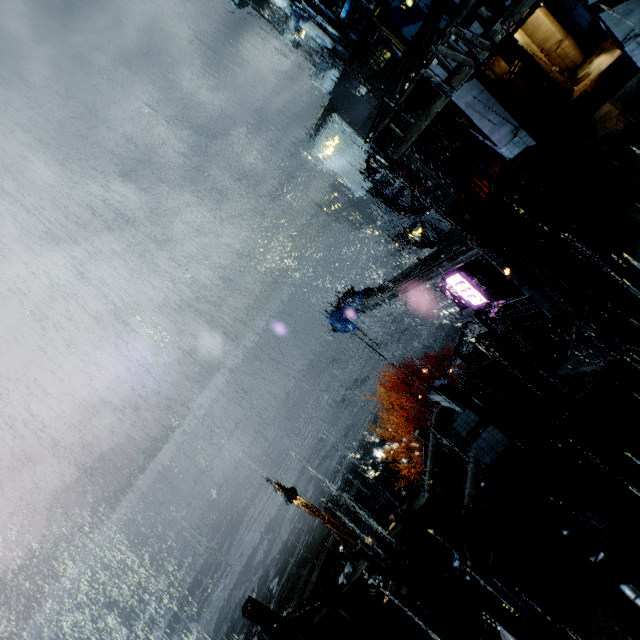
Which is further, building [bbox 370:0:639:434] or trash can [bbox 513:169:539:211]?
trash can [bbox 513:169:539:211]

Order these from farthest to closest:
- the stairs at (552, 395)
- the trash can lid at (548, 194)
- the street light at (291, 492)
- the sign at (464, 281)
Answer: the sign at (464, 281) < the street light at (291, 492) < the trash can lid at (548, 194) < the stairs at (552, 395)

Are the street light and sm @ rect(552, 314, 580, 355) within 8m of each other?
no

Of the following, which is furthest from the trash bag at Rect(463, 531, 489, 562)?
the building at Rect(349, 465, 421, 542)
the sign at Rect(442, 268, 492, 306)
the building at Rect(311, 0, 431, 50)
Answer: the building at Rect(311, 0, 431, 50)

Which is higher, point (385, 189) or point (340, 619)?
point (385, 189)

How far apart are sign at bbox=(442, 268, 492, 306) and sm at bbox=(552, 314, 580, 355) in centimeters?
727cm

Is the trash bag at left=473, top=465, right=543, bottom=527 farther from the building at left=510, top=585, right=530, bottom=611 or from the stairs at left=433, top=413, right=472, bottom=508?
the stairs at left=433, top=413, right=472, bottom=508

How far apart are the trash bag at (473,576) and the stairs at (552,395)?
3.7m
